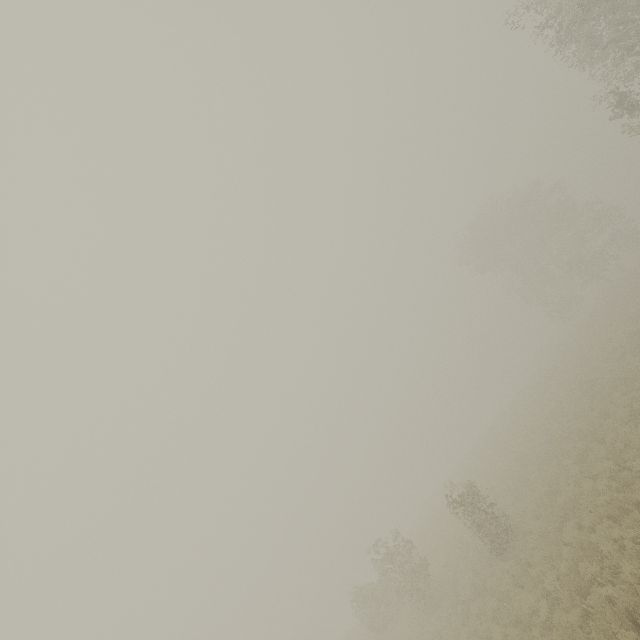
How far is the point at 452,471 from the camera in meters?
48.2 m
